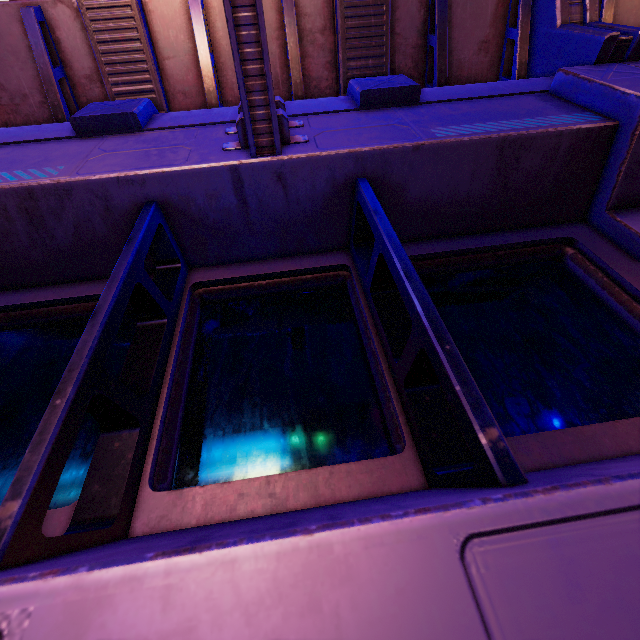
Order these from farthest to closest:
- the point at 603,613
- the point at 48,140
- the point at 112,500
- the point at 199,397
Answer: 1. the point at 48,140
2. the point at 199,397
3. the point at 112,500
4. the point at 603,613
